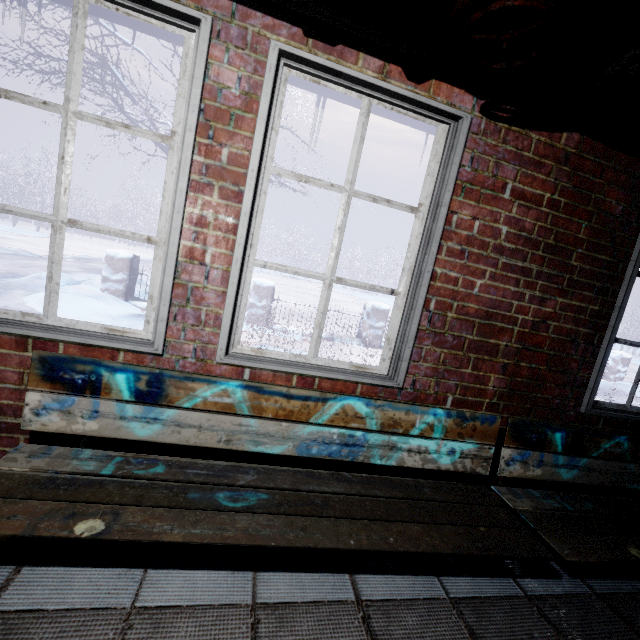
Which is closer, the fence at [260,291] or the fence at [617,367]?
the fence at [260,291]

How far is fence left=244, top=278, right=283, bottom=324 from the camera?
5.9 meters

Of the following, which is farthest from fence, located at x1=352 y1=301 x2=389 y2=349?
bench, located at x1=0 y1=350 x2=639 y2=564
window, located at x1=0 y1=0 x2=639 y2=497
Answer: bench, located at x1=0 y1=350 x2=639 y2=564

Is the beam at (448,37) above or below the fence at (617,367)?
above

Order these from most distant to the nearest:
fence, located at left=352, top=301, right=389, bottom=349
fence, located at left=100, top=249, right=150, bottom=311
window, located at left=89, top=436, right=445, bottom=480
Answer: fence, located at left=352, top=301, right=389, bottom=349, fence, located at left=100, top=249, right=150, bottom=311, window, located at left=89, top=436, right=445, bottom=480

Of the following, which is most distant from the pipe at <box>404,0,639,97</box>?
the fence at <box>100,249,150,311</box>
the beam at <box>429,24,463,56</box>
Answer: the fence at <box>100,249,150,311</box>

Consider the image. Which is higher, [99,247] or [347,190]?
[347,190]
